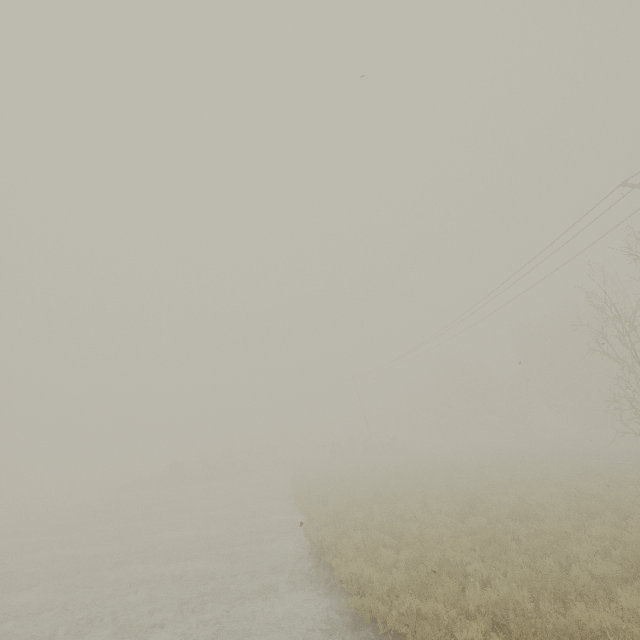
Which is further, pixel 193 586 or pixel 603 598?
pixel 193 586
